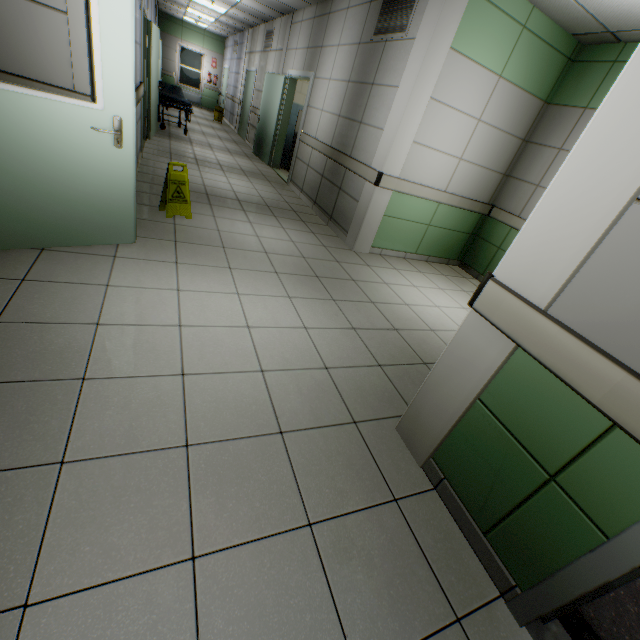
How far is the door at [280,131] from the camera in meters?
7.0 m

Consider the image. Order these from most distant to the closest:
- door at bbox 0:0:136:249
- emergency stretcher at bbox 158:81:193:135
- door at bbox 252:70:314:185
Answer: emergency stretcher at bbox 158:81:193:135 < door at bbox 252:70:314:185 < door at bbox 0:0:136:249

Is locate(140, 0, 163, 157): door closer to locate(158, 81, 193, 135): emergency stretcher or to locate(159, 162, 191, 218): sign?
locate(158, 81, 193, 135): emergency stretcher

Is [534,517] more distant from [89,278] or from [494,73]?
[494,73]

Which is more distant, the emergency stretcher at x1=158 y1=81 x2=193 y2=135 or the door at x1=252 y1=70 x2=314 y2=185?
the emergency stretcher at x1=158 y1=81 x2=193 y2=135

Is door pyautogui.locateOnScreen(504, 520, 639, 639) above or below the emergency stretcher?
below

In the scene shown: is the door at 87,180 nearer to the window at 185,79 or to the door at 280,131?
the door at 280,131

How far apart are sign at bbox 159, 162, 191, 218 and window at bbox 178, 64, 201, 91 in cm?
1715
